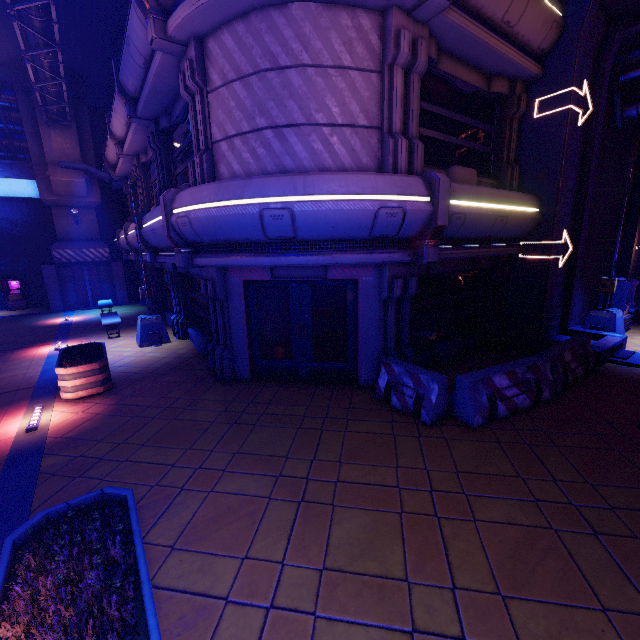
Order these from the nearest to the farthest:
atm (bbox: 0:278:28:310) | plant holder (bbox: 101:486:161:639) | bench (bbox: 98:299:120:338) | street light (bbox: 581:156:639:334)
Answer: plant holder (bbox: 101:486:161:639) → street light (bbox: 581:156:639:334) → bench (bbox: 98:299:120:338) → atm (bbox: 0:278:28:310)

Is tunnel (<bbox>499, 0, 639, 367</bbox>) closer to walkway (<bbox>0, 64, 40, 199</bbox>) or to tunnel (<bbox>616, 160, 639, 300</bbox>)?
tunnel (<bbox>616, 160, 639, 300</bbox>)

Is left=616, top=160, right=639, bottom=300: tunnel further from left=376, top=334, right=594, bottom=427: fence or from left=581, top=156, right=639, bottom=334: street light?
left=376, top=334, right=594, bottom=427: fence

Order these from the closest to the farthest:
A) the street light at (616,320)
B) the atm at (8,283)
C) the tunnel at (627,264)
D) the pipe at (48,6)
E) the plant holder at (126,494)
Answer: the plant holder at (126,494) → the pipe at (48,6) → the street light at (616,320) → the tunnel at (627,264) → the atm at (8,283)

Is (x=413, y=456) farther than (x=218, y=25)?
No

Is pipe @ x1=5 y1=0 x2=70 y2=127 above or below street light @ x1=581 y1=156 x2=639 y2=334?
above

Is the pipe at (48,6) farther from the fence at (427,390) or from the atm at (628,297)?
the atm at (628,297)

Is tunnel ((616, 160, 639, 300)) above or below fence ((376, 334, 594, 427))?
above
